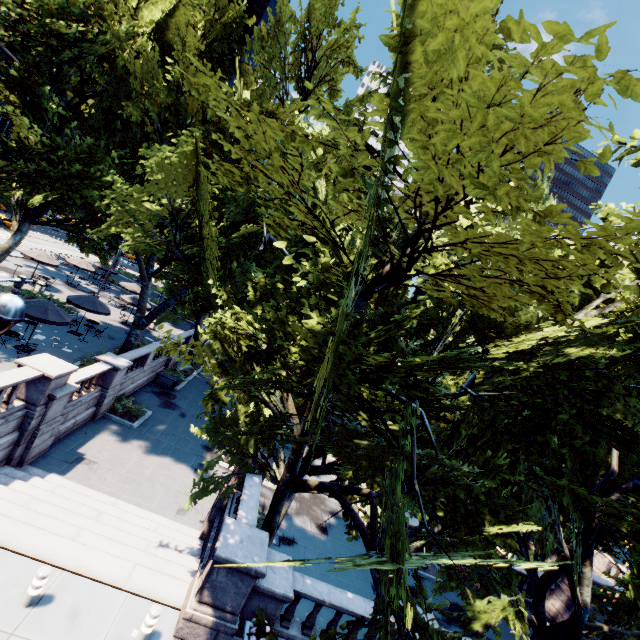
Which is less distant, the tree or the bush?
the tree

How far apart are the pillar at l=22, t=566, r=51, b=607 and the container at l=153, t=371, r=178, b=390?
18.2m

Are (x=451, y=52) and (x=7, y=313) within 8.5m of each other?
yes

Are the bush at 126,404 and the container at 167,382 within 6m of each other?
yes

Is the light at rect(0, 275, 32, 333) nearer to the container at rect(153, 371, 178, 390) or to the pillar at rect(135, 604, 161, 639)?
the pillar at rect(135, 604, 161, 639)

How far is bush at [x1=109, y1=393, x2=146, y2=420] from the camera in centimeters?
1858cm

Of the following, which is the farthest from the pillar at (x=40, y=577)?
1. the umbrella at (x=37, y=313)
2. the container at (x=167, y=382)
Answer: the container at (x=167, y=382)

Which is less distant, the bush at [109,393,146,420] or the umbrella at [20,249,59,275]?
the bush at [109,393,146,420]
